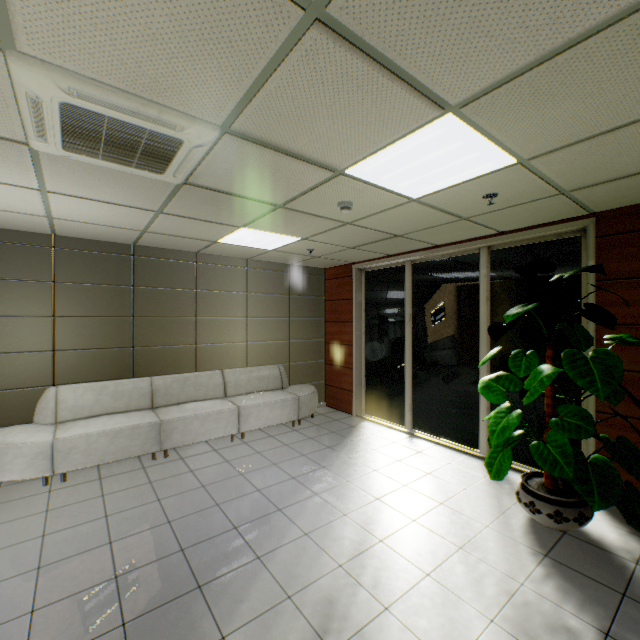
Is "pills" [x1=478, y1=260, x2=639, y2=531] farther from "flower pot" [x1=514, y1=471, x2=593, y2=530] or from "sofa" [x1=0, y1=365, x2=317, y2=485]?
"sofa" [x1=0, y1=365, x2=317, y2=485]

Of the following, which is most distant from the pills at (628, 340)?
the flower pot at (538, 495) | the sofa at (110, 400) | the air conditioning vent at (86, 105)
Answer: Result: the sofa at (110, 400)

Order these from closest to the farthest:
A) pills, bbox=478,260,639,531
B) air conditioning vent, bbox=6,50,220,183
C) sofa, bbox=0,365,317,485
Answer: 1. air conditioning vent, bbox=6,50,220,183
2. pills, bbox=478,260,639,531
3. sofa, bbox=0,365,317,485

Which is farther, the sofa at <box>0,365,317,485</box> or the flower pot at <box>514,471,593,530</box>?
the sofa at <box>0,365,317,485</box>

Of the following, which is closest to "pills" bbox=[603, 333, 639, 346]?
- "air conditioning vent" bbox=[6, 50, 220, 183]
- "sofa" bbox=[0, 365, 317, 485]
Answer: "air conditioning vent" bbox=[6, 50, 220, 183]

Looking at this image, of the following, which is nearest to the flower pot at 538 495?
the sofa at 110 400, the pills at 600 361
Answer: the pills at 600 361

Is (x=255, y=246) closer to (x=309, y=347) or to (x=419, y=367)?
(x=309, y=347)

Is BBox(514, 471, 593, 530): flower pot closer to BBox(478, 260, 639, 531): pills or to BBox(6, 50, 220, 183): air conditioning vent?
BBox(478, 260, 639, 531): pills
